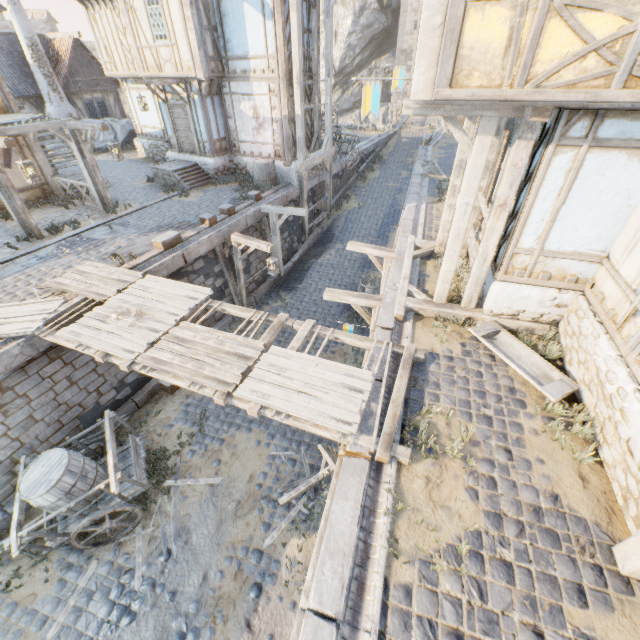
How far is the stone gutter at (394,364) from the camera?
4.99m

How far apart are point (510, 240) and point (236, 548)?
8.1 meters

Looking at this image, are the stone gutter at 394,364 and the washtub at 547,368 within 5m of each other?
yes

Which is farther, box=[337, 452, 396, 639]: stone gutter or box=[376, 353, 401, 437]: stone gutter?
box=[376, 353, 401, 437]: stone gutter

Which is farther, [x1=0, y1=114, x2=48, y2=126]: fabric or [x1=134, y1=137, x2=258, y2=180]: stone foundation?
[x1=134, y1=137, x2=258, y2=180]: stone foundation

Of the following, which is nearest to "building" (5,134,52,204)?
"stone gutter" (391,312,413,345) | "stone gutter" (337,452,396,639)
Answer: "stone gutter" (391,312,413,345)

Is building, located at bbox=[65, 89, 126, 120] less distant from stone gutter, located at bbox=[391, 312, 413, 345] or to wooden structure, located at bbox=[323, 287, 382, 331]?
wooden structure, located at bbox=[323, 287, 382, 331]

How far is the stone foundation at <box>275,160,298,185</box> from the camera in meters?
14.3 m
